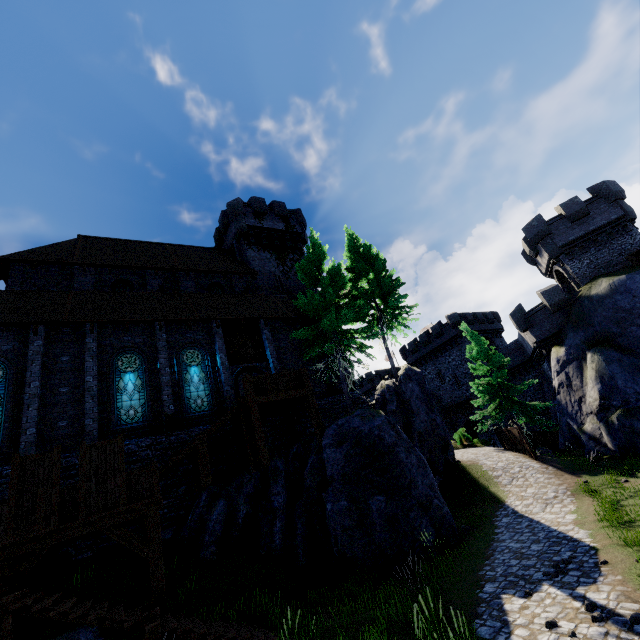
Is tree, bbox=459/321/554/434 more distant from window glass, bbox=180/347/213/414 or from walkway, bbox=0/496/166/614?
walkway, bbox=0/496/166/614

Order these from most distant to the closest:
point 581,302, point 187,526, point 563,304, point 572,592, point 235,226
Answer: point 235,226 < point 563,304 < point 581,302 < point 187,526 < point 572,592

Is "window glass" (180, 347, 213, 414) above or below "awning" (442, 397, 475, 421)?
above

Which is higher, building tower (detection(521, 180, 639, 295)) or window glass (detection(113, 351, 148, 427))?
building tower (detection(521, 180, 639, 295))

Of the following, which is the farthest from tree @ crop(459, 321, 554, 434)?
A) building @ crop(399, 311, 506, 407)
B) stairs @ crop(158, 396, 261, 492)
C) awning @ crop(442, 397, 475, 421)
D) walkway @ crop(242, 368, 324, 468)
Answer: stairs @ crop(158, 396, 261, 492)

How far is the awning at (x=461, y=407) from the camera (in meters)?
40.88

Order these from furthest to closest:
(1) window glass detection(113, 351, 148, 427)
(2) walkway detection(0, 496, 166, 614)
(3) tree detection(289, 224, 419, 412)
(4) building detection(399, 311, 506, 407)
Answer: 1. (4) building detection(399, 311, 506, 407)
2. (3) tree detection(289, 224, 419, 412)
3. (1) window glass detection(113, 351, 148, 427)
4. (2) walkway detection(0, 496, 166, 614)

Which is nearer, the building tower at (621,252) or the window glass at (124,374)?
the window glass at (124,374)
